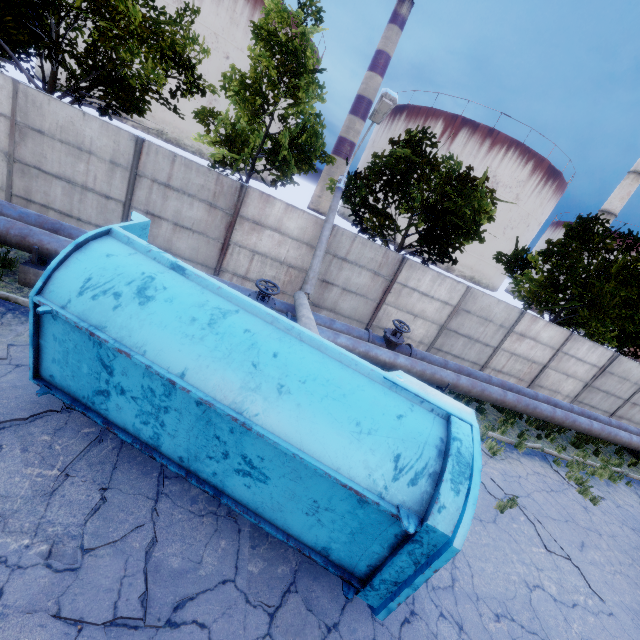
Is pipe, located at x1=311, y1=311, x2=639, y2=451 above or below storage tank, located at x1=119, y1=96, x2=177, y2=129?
below

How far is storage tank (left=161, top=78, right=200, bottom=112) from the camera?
Answer: 57.4m

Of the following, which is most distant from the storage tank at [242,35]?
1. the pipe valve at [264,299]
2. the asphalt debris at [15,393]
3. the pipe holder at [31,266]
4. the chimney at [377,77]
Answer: the asphalt debris at [15,393]

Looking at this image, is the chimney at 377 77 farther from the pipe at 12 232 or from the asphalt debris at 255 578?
the asphalt debris at 255 578

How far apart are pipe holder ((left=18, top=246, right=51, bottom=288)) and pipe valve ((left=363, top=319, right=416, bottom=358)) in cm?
795

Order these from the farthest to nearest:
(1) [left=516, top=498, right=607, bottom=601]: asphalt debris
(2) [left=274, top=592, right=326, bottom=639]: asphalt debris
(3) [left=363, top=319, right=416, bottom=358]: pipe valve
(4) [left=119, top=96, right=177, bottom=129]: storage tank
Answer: (4) [left=119, top=96, right=177, bottom=129]: storage tank, (3) [left=363, top=319, right=416, bottom=358]: pipe valve, (1) [left=516, top=498, right=607, bottom=601]: asphalt debris, (2) [left=274, top=592, right=326, bottom=639]: asphalt debris

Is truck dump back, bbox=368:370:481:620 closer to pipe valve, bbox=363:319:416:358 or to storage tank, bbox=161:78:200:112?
pipe valve, bbox=363:319:416:358

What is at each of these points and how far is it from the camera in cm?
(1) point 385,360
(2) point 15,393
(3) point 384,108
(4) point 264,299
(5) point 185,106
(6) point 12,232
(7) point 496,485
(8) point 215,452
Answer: (1) pipe, 932
(2) asphalt debris, 484
(3) lamp post, 858
(4) pipe valve, 816
(5) storage tank, 5975
(6) pipe, 666
(7) asphalt debris, 803
(8) truck dump body, 392
